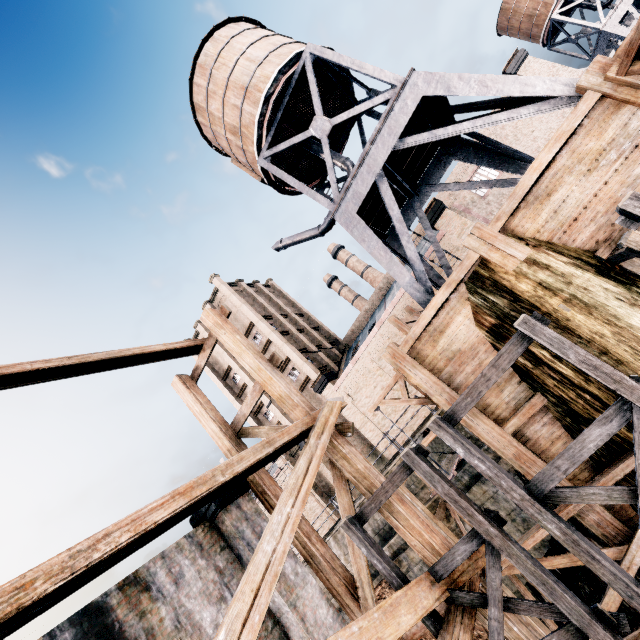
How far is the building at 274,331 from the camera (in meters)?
29.34

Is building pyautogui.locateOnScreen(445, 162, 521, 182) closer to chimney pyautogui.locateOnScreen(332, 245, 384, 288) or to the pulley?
chimney pyautogui.locateOnScreen(332, 245, 384, 288)

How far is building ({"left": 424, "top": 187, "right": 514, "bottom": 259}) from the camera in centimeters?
2520cm

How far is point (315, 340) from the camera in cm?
4128

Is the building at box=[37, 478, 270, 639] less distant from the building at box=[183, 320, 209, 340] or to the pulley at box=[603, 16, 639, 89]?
the pulley at box=[603, 16, 639, 89]

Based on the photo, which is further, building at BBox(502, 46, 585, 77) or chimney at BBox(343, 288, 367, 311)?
chimney at BBox(343, 288, 367, 311)

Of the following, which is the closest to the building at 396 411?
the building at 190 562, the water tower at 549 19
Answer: the water tower at 549 19
